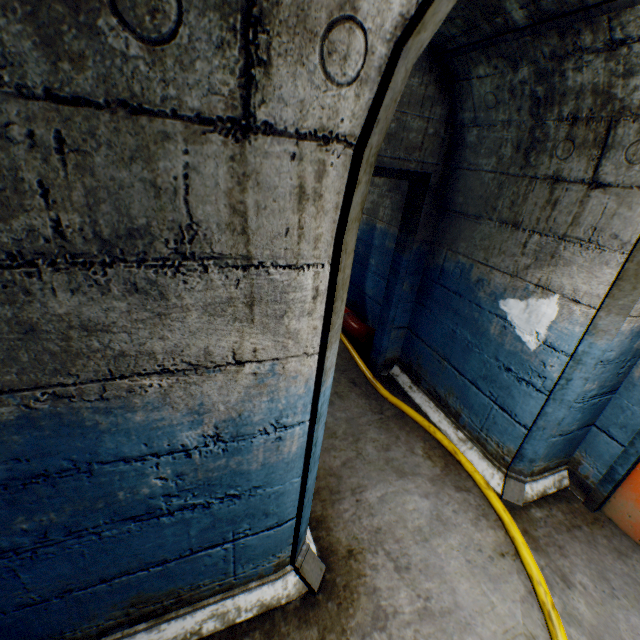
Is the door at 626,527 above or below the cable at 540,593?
above

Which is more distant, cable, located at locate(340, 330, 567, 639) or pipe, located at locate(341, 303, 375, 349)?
pipe, located at locate(341, 303, 375, 349)

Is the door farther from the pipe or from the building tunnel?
the pipe

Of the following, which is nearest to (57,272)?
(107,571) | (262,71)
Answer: (262,71)

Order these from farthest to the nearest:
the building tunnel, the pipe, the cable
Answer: the pipe
the cable
the building tunnel

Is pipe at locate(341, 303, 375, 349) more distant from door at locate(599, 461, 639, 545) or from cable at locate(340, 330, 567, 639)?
door at locate(599, 461, 639, 545)

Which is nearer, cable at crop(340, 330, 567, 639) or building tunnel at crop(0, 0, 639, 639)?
building tunnel at crop(0, 0, 639, 639)

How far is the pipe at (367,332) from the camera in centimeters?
391cm
